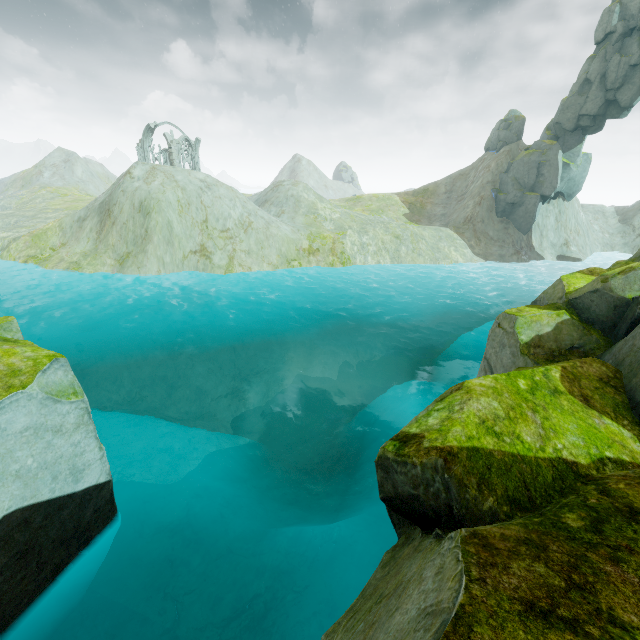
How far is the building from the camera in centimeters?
5022cm

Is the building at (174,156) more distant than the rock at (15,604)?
Yes

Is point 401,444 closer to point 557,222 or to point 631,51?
point 557,222

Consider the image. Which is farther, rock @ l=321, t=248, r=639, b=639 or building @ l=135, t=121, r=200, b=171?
building @ l=135, t=121, r=200, b=171

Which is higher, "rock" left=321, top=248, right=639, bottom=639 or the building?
the building

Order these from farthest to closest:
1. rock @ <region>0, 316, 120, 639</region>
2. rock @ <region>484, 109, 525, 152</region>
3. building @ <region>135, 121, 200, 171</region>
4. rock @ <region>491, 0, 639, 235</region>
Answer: building @ <region>135, 121, 200, 171</region>, rock @ <region>484, 109, 525, 152</region>, rock @ <region>491, 0, 639, 235</region>, rock @ <region>0, 316, 120, 639</region>

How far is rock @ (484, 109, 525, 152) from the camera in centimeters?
4581cm

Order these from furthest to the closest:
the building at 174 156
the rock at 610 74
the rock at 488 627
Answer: the building at 174 156, the rock at 610 74, the rock at 488 627
